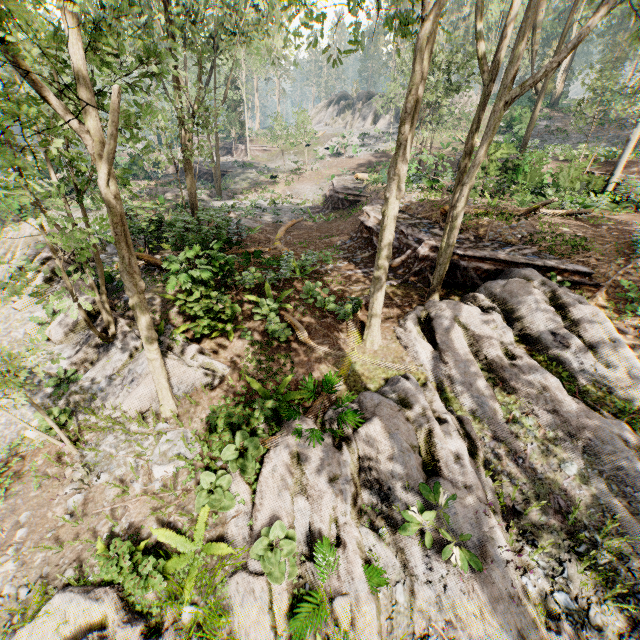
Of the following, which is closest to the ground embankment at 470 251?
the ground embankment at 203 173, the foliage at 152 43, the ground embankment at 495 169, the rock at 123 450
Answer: the foliage at 152 43

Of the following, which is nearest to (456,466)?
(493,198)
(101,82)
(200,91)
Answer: (200,91)

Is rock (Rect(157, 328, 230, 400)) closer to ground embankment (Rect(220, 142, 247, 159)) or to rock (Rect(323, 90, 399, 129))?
ground embankment (Rect(220, 142, 247, 159))

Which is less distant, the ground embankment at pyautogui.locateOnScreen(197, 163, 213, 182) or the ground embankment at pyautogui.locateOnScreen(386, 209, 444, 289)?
the ground embankment at pyautogui.locateOnScreen(386, 209, 444, 289)

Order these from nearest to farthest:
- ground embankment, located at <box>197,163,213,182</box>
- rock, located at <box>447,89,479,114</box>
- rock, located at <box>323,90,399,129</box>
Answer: ground embankment, located at <box>197,163,213,182</box> < rock, located at <box>447,89,479,114</box> < rock, located at <box>323,90,399,129</box>

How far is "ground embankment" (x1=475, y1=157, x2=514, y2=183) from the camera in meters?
18.0

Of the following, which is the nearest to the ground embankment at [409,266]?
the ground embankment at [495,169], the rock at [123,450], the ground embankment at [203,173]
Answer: the rock at [123,450]

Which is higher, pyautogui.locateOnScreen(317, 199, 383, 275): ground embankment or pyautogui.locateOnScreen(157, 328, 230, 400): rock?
pyautogui.locateOnScreen(317, 199, 383, 275): ground embankment
